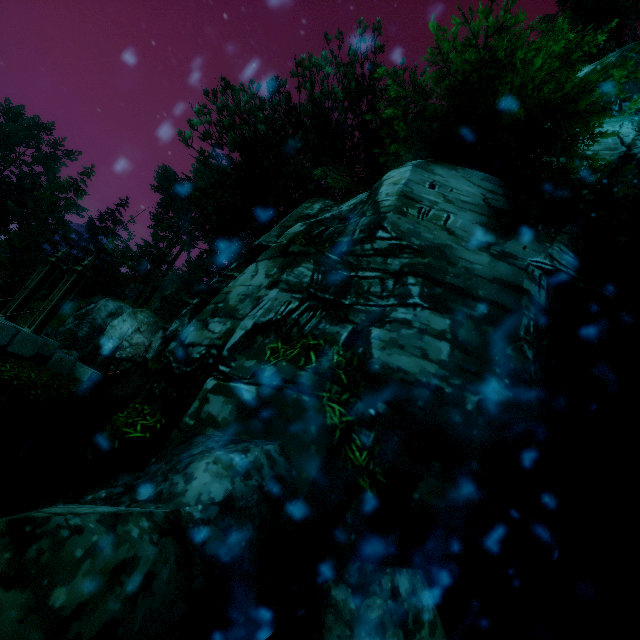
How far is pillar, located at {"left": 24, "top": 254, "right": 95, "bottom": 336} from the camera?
8.95m

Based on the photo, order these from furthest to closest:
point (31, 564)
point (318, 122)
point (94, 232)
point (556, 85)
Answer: point (94, 232), point (318, 122), point (556, 85), point (31, 564)

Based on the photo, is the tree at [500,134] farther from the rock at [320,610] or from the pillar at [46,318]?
the rock at [320,610]

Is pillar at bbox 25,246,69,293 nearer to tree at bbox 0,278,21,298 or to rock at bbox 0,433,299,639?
tree at bbox 0,278,21,298

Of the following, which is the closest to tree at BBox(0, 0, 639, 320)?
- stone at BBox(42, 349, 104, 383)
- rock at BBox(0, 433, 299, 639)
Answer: stone at BBox(42, 349, 104, 383)

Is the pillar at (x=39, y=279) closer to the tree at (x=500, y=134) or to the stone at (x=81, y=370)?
the stone at (x=81, y=370)
